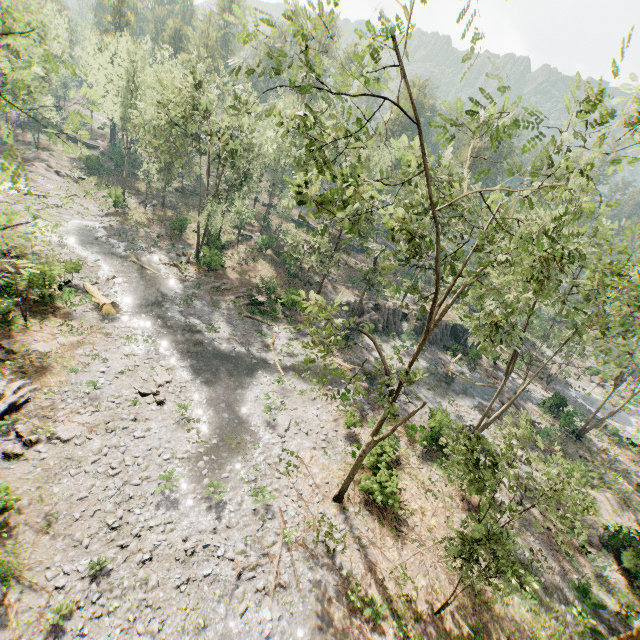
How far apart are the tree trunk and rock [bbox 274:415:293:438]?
14.7 meters

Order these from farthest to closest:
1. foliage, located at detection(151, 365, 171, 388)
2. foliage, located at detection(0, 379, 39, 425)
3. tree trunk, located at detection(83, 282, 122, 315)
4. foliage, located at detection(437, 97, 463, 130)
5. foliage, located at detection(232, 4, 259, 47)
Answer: tree trunk, located at detection(83, 282, 122, 315), foliage, located at detection(151, 365, 171, 388), foliage, located at detection(0, 379, 39, 425), foliage, located at detection(437, 97, 463, 130), foliage, located at detection(232, 4, 259, 47)

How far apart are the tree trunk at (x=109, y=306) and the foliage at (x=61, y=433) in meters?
9.5 m

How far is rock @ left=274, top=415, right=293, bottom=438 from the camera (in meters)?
20.94

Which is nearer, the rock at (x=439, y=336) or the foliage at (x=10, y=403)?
the foliage at (x=10, y=403)

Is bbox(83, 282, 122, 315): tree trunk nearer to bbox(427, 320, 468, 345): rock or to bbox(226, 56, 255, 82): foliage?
bbox(226, 56, 255, 82): foliage

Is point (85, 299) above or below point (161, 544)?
above
